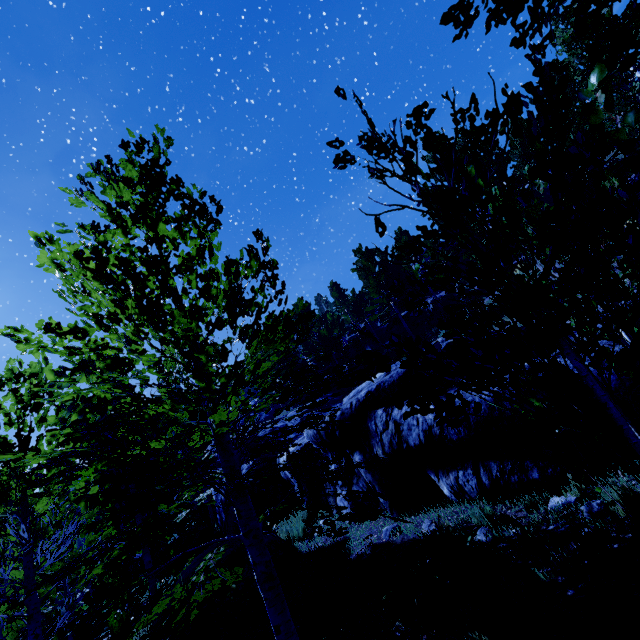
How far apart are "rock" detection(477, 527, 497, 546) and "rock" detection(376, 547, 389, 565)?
A: 1.8 meters

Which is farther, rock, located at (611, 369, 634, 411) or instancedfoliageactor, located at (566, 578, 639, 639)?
rock, located at (611, 369, 634, 411)

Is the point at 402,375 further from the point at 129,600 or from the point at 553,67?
the point at 553,67

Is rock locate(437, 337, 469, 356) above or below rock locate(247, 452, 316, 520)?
above

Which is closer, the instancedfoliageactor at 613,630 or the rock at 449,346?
the instancedfoliageactor at 613,630

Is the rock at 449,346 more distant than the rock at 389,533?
Yes

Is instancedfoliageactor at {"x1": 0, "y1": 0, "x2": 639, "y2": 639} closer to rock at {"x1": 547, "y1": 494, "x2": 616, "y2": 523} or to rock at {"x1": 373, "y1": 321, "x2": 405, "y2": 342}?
rock at {"x1": 547, "y1": 494, "x2": 616, "y2": 523}

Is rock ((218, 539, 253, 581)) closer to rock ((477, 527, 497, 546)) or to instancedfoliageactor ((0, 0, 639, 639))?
instancedfoliageactor ((0, 0, 639, 639))
